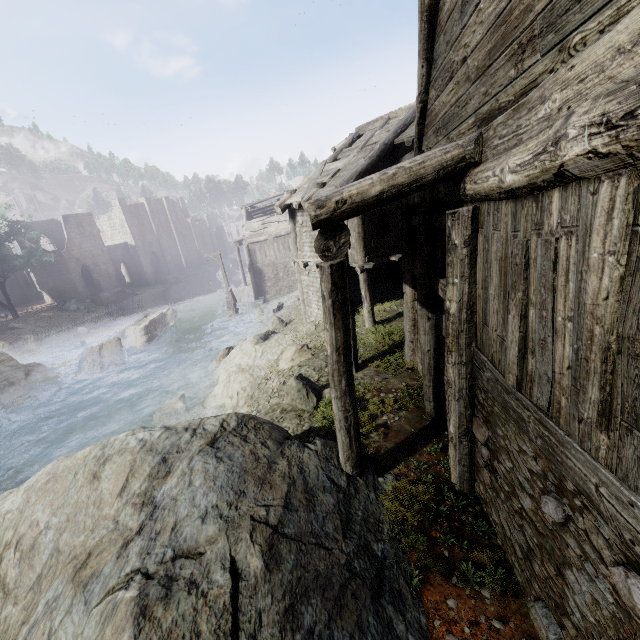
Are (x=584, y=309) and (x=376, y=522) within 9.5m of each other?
yes

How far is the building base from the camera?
30.06m

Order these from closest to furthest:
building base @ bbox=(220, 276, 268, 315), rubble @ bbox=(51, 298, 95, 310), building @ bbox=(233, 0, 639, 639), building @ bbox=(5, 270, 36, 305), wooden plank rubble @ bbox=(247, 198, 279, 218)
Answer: building @ bbox=(233, 0, 639, 639), building base @ bbox=(220, 276, 268, 315), wooden plank rubble @ bbox=(247, 198, 279, 218), rubble @ bbox=(51, 298, 95, 310), building @ bbox=(5, 270, 36, 305)

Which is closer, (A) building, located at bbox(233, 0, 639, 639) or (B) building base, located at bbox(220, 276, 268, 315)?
(A) building, located at bbox(233, 0, 639, 639)

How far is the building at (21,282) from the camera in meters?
43.9 m

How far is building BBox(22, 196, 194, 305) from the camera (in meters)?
38.72

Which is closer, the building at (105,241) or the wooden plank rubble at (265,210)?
the wooden plank rubble at (265,210)

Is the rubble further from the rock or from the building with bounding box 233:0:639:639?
the rock
